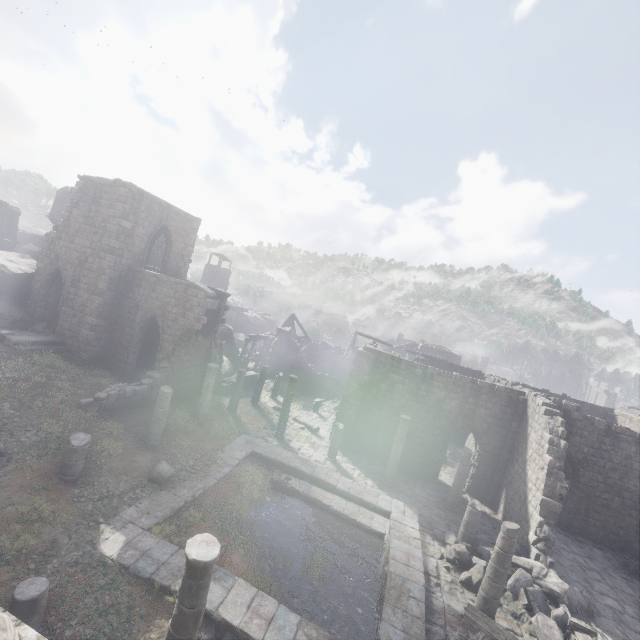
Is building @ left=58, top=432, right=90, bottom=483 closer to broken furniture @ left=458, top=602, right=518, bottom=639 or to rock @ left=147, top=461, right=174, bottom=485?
broken furniture @ left=458, top=602, right=518, bottom=639

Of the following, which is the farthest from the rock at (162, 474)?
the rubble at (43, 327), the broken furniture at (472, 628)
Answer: the rubble at (43, 327)

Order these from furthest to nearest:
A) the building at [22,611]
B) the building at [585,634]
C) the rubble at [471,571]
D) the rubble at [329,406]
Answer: the rubble at [329,406] < the rubble at [471,571] < the building at [585,634] < the building at [22,611]

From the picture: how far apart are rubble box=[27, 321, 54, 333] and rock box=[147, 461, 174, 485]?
12.8 meters

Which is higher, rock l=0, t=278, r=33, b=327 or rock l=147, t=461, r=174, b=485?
rock l=0, t=278, r=33, b=327

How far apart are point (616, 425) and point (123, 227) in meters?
29.7 m

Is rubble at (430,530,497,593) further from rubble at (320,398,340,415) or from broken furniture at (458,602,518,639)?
rubble at (320,398,340,415)

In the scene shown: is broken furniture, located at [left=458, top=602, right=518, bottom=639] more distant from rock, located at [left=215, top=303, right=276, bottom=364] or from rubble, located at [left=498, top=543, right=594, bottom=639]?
rock, located at [left=215, top=303, right=276, bottom=364]
